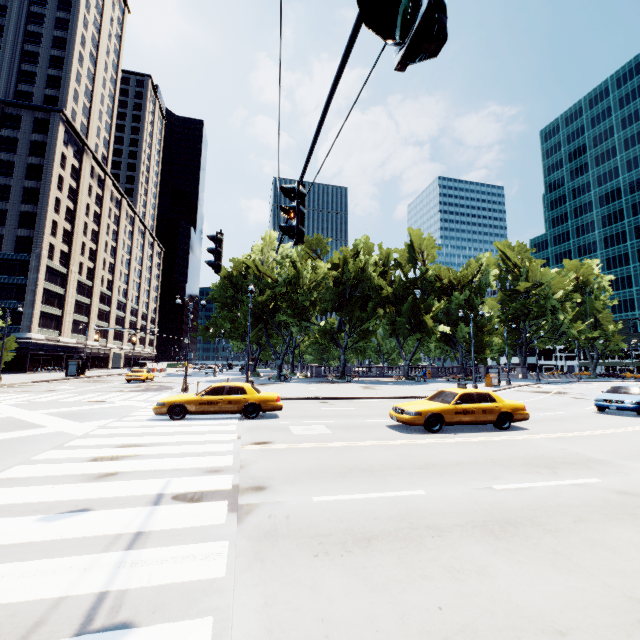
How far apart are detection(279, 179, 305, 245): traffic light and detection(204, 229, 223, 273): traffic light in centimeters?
270cm

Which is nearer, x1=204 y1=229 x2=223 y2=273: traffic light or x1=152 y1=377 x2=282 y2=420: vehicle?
x1=204 y1=229 x2=223 y2=273: traffic light

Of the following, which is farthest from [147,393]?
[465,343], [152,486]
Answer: [465,343]

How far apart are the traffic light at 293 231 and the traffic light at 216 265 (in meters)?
2.70

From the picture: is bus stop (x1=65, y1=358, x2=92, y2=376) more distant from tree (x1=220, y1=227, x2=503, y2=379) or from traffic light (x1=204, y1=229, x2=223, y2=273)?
traffic light (x1=204, y1=229, x2=223, y2=273)

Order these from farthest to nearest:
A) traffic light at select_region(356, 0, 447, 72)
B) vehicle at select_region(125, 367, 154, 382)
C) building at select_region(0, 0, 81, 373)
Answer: building at select_region(0, 0, 81, 373) < vehicle at select_region(125, 367, 154, 382) < traffic light at select_region(356, 0, 447, 72)

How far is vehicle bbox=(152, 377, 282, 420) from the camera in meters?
13.0 m

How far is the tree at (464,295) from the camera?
41.2 meters
